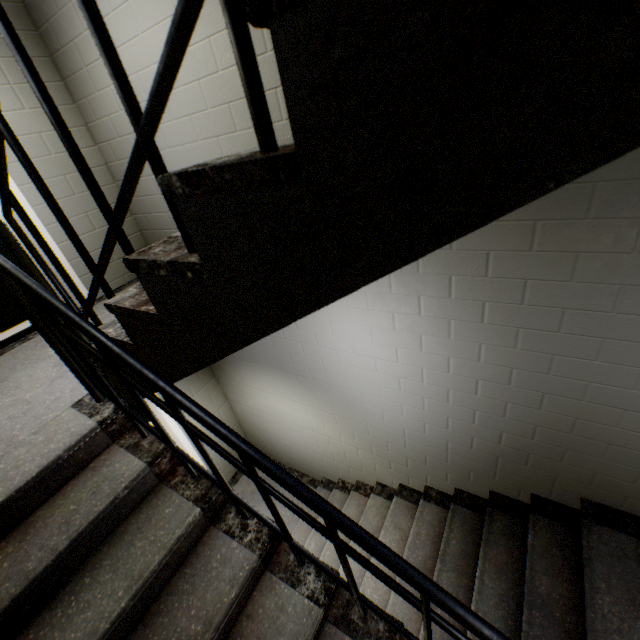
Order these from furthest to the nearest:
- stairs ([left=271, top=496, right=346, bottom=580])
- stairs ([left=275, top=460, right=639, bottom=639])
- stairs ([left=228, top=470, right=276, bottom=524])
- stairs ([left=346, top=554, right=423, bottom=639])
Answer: stairs ([left=228, top=470, right=276, bottom=524]), stairs ([left=271, top=496, right=346, bottom=580]), stairs ([left=346, top=554, right=423, bottom=639]), stairs ([left=275, top=460, right=639, bottom=639])

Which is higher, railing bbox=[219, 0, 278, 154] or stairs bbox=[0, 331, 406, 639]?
railing bbox=[219, 0, 278, 154]

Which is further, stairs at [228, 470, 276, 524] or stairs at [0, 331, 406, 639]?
stairs at [228, 470, 276, 524]

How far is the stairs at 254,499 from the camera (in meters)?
4.64

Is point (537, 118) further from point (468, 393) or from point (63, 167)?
point (63, 167)

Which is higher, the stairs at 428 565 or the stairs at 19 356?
the stairs at 19 356

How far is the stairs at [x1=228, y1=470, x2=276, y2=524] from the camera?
4.6 meters
